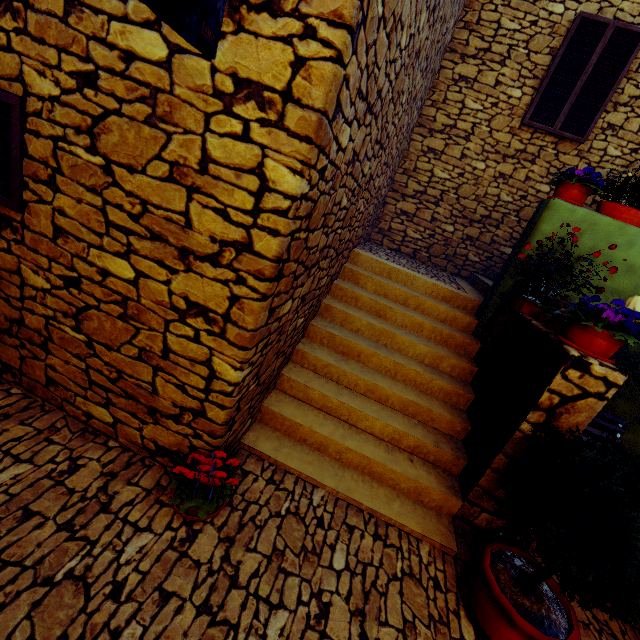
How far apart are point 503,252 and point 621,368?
3.1m

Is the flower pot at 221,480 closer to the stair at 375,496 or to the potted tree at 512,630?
the stair at 375,496

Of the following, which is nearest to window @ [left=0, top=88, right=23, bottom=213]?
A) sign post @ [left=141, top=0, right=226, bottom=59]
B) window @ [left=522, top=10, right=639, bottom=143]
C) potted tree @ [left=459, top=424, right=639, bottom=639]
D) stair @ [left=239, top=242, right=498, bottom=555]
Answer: sign post @ [left=141, top=0, right=226, bottom=59]

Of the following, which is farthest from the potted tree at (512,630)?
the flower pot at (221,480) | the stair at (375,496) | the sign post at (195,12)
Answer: the sign post at (195,12)

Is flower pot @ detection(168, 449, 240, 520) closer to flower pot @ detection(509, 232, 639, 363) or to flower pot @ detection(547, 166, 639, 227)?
flower pot @ detection(509, 232, 639, 363)

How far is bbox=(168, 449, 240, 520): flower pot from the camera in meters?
2.2 m

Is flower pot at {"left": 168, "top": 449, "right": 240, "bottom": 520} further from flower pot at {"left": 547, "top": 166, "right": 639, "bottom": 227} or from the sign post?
flower pot at {"left": 547, "top": 166, "right": 639, "bottom": 227}

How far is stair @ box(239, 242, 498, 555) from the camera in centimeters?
303cm
